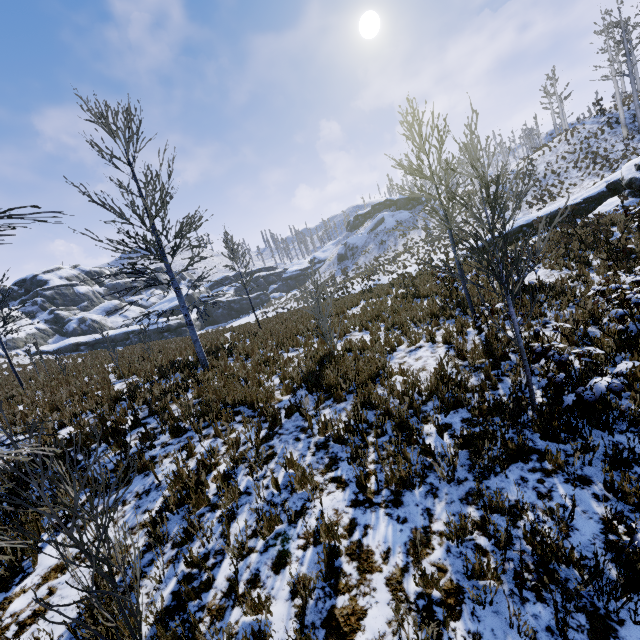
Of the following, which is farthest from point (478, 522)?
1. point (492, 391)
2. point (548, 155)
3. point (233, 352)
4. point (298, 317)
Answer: point (548, 155)

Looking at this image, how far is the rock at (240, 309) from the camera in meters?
52.5 m

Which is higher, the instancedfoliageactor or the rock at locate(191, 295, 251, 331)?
the instancedfoliageactor

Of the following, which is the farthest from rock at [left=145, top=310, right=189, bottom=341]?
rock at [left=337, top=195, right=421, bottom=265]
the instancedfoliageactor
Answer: the instancedfoliageactor

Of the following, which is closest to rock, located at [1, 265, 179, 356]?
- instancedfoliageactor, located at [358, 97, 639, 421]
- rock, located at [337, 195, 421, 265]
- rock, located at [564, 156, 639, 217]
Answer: rock, located at [337, 195, 421, 265]

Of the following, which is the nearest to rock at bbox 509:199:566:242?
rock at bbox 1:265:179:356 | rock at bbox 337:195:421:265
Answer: rock at bbox 337:195:421:265

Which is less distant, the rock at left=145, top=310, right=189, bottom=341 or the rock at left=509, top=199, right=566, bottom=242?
the rock at left=509, top=199, right=566, bottom=242

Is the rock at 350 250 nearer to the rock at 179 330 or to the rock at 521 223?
the rock at 179 330
